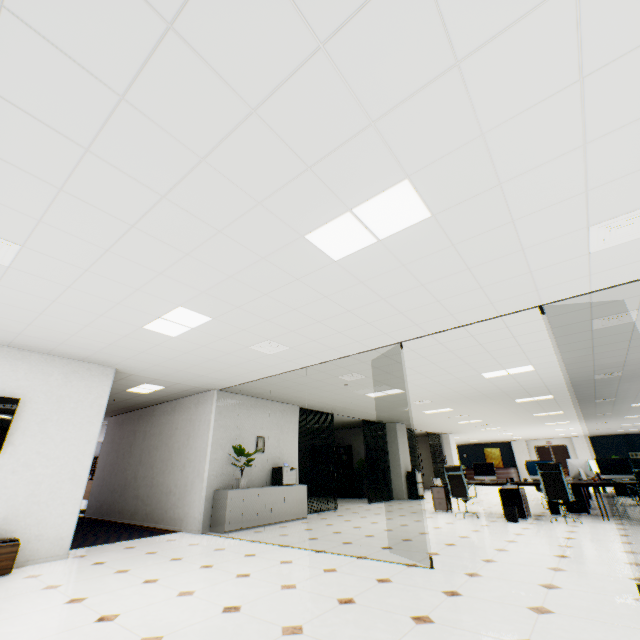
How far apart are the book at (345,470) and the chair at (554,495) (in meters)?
8.88

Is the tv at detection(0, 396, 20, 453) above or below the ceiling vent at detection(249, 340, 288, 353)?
below

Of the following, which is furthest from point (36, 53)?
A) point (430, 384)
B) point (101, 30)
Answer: point (430, 384)

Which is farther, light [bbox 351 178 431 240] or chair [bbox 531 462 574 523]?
chair [bbox 531 462 574 523]

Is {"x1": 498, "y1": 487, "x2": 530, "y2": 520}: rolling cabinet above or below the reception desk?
below

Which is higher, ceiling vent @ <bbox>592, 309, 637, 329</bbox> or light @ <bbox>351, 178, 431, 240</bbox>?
light @ <bbox>351, 178, 431, 240</bbox>

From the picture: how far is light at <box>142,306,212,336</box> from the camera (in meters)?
4.12

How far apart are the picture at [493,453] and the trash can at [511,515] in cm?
2256
